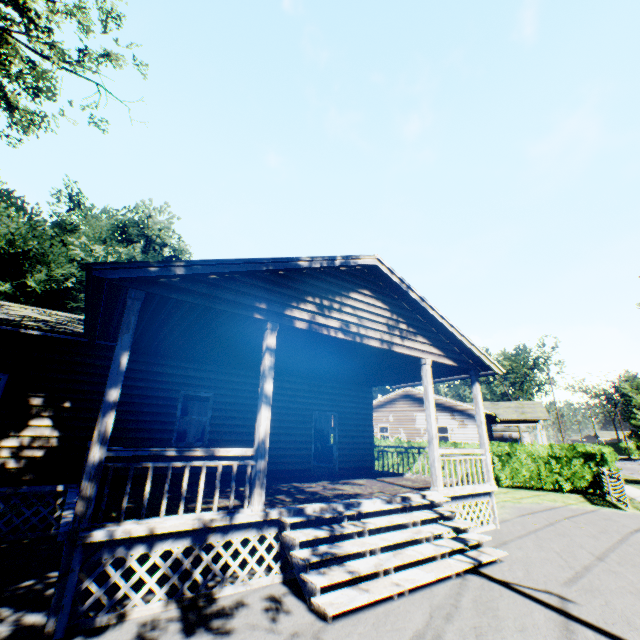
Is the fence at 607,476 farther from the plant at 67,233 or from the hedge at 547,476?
the plant at 67,233

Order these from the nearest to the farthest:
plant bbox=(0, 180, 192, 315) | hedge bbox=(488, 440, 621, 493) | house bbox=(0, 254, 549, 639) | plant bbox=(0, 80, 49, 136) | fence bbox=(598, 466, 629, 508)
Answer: house bbox=(0, 254, 549, 639) → fence bbox=(598, 466, 629, 508) → plant bbox=(0, 80, 49, 136) → hedge bbox=(488, 440, 621, 493) → plant bbox=(0, 180, 192, 315)

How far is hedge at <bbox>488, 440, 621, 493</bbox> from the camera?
15.4m

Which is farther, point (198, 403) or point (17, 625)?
point (198, 403)

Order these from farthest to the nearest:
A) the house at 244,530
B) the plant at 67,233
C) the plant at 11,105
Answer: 1. the plant at 67,233
2. the plant at 11,105
3. the house at 244,530

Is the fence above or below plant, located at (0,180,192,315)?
below

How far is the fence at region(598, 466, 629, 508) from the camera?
12.1m

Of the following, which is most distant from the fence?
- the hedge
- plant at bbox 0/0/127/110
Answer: plant at bbox 0/0/127/110
